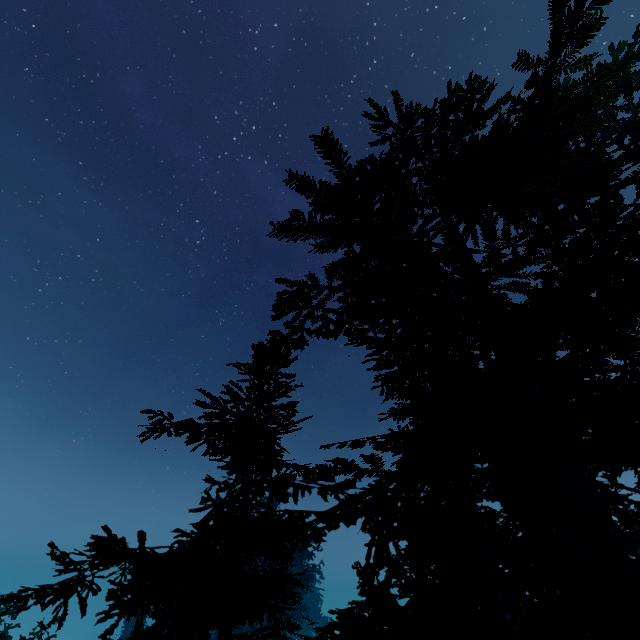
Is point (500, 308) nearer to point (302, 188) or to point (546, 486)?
point (546, 486)
